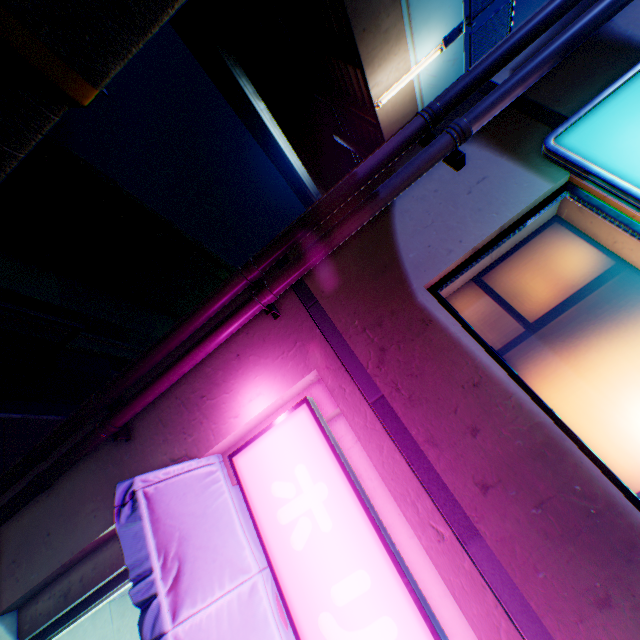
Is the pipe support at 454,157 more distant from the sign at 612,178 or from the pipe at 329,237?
the sign at 612,178

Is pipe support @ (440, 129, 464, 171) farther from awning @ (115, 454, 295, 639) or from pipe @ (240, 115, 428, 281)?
awning @ (115, 454, 295, 639)

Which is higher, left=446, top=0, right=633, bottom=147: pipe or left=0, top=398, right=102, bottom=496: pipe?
left=446, top=0, right=633, bottom=147: pipe

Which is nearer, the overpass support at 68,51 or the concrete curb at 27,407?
the overpass support at 68,51

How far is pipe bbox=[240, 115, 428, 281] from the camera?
3.4m

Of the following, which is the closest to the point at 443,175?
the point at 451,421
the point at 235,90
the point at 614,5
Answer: the point at 614,5

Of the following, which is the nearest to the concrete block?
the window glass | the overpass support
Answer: the overpass support

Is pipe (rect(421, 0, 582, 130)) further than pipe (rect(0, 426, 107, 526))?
No
